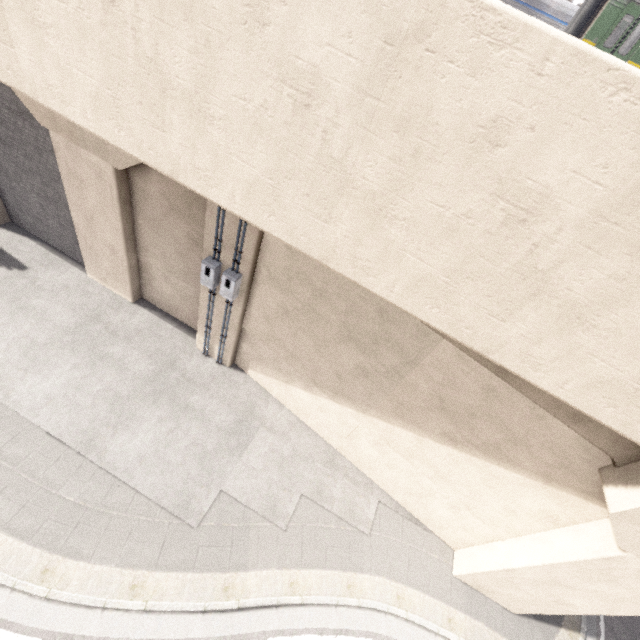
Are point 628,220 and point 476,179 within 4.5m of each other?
yes

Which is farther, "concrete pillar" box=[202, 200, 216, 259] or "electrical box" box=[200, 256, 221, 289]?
"electrical box" box=[200, 256, 221, 289]

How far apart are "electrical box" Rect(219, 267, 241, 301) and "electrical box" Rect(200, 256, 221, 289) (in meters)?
0.21

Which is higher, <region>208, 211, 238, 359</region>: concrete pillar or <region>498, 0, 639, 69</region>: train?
<region>498, 0, 639, 69</region>: train

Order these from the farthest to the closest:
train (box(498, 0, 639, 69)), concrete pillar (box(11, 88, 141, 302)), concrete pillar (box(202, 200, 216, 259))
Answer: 1. train (box(498, 0, 639, 69))
2. concrete pillar (box(11, 88, 141, 302))
3. concrete pillar (box(202, 200, 216, 259))

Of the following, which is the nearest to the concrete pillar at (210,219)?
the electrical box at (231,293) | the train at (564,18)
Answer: the electrical box at (231,293)

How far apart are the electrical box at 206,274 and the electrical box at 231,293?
0.21m

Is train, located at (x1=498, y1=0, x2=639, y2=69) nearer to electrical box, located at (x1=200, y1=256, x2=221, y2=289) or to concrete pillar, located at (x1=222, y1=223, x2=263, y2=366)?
concrete pillar, located at (x1=222, y1=223, x2=263, y2=366)
